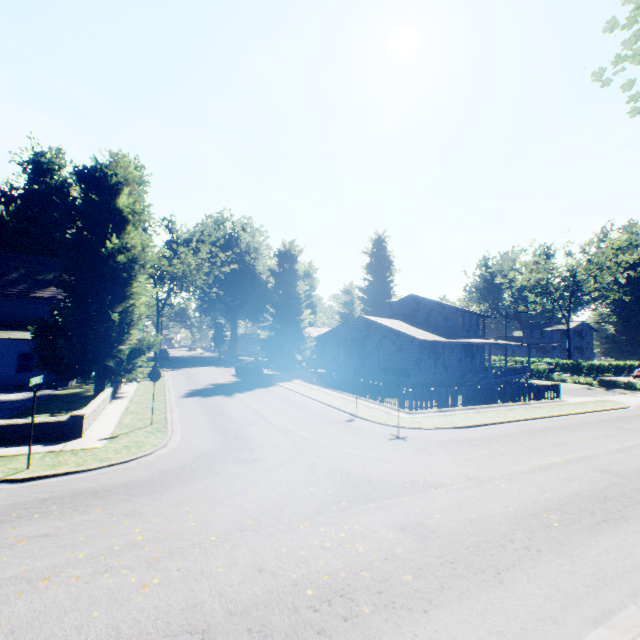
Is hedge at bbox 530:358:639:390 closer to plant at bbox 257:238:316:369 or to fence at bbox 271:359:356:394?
fence at bbox 271:359:356:394

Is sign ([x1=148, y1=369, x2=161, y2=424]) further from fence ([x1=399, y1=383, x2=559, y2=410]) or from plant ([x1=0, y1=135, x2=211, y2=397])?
fence ([x1=399, y1=383, x2=559, y2=410])

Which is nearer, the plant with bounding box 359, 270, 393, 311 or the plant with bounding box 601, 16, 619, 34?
the plant with bounding box 601, 16, 619, 34

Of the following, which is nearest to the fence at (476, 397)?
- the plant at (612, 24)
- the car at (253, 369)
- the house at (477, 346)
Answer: the plant at (612, 24)

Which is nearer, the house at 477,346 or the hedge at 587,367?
the house at 477,346

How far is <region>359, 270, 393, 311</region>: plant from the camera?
58.19m

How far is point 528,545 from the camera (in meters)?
6.20

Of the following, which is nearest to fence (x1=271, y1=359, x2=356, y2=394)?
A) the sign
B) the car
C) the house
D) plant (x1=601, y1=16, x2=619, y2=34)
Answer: plant (x1=601, y1=16, x2=619, y2=34)
